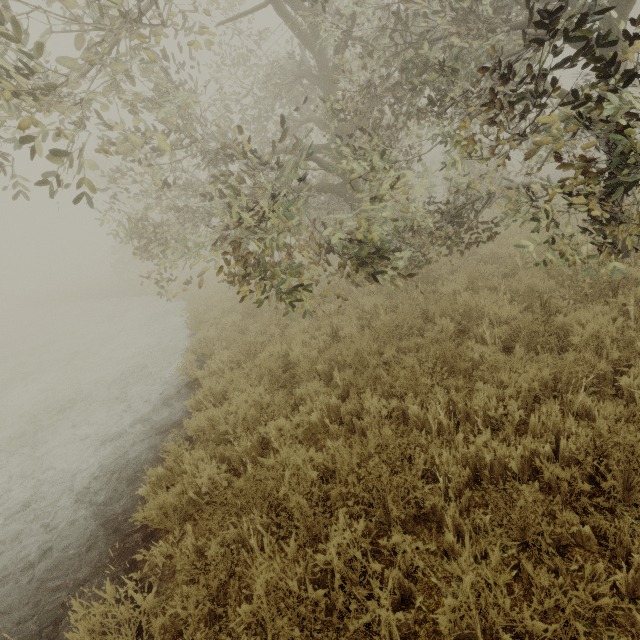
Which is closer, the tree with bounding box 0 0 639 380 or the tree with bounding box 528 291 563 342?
the tree with bounding box 0 0 639 380

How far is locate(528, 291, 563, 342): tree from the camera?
4.52m

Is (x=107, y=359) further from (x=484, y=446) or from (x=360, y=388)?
(x=484, y=446)

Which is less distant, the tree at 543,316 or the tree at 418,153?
the tree at 418,153

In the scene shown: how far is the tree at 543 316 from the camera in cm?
452

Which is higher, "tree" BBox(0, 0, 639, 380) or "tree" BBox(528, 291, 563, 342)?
"tree" BBox(0, 0, 639, 380)
